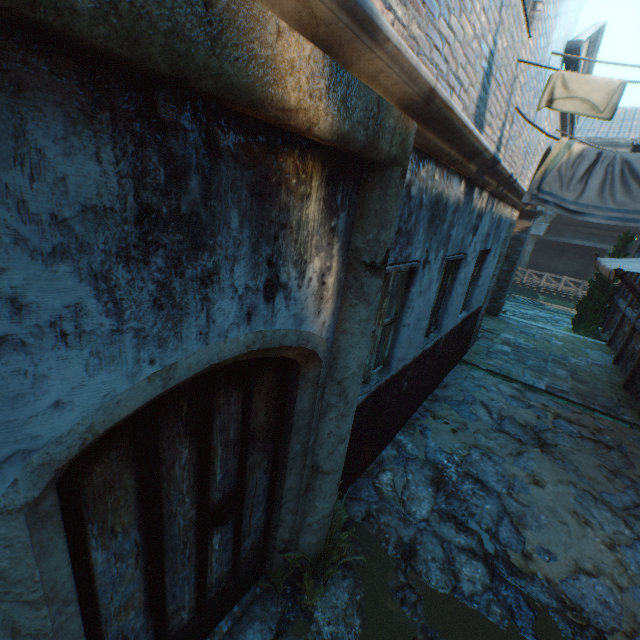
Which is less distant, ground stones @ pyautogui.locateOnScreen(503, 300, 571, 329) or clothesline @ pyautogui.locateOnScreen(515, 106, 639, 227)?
clothesline @ pyautogui.locateOnScreen(515, 106, 639, 227)

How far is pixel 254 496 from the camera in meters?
2.3

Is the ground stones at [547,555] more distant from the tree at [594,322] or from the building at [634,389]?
the tree at [594,322]

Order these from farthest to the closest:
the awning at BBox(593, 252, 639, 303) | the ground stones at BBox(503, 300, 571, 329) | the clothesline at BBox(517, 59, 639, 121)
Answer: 1. the ground stones at BBox(503, 300, 571, 329)
2. the awning at BBox(593, 252, 639, 303)
3. the clothesline at BBox(517, 59, 639, 121)

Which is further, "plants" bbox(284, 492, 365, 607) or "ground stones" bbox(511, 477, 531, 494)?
"ground stones" bbox(511, 477, 531, 494)

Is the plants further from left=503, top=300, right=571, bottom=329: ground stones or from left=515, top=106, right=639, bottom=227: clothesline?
left=503, top=300, right=571, bottom=329: ground stones

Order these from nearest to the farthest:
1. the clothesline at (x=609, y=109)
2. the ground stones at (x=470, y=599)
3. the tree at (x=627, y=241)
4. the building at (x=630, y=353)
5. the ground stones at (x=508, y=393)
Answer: the ground stones at (x=470, y=599), the clothesline at (x=609, y=109), the ground stones at (x=508, y=393), the building at (x=630, y=353), the tree at (x=627, y=241)

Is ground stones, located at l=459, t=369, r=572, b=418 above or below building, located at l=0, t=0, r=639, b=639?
below
